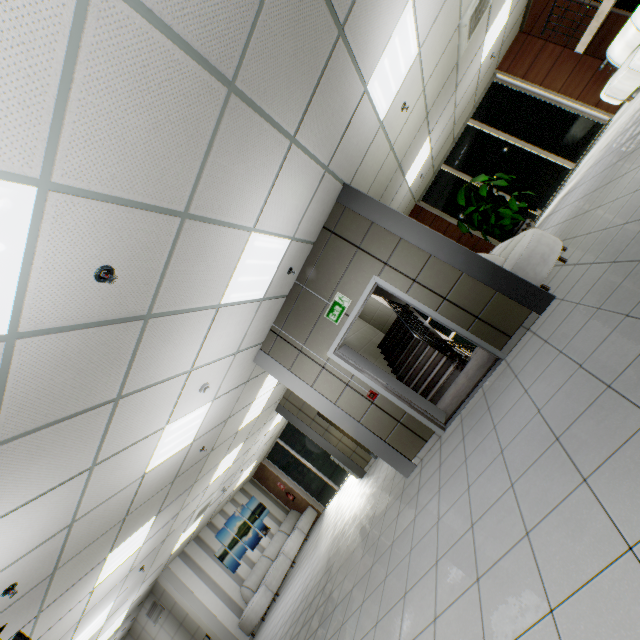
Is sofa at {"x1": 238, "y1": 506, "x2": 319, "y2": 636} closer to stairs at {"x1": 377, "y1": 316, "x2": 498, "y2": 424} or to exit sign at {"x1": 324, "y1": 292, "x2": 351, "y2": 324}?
stairs at {"x1": 377, "y1": 316, "x2": 498, "y2": 424}

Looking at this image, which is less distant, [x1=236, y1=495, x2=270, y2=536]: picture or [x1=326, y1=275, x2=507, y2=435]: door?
[x1=326, y1=275, x2=507, y2=435]: door

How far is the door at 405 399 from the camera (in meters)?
4.62

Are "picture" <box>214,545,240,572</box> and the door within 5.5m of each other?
no

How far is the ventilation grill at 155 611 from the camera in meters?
9.9

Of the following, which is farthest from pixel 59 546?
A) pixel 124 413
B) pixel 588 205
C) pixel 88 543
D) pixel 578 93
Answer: pixel 578 93

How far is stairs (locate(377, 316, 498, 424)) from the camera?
5.2 meters

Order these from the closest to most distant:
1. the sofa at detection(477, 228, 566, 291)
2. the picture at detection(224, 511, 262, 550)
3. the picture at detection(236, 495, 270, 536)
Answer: the sofa at detection(477, 228, 566, 291) → the picture at detection(224, 511, 262, 550) → the picture at detection(236, 495, 270, 536)
